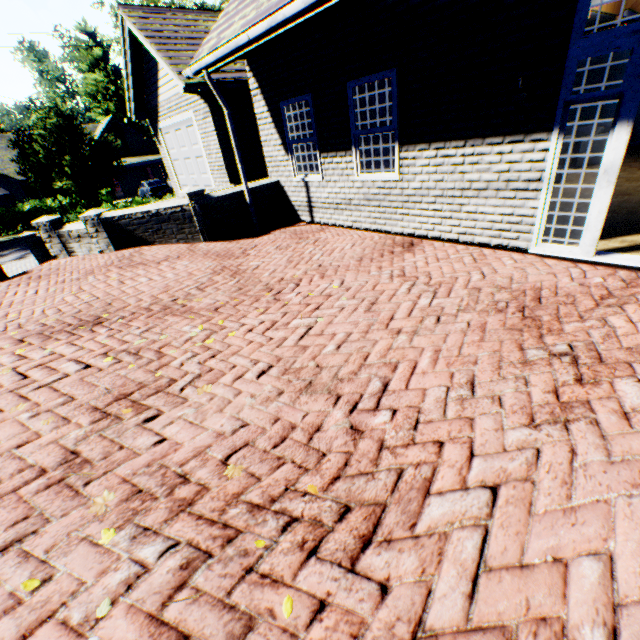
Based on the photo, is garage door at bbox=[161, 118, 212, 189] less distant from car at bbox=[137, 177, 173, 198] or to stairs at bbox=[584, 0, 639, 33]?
stairs at bbox=[584, 0, 639, 33]

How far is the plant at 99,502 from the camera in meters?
2.1 m

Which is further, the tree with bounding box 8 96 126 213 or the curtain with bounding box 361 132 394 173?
the tree with bounding box 8 96 126 213

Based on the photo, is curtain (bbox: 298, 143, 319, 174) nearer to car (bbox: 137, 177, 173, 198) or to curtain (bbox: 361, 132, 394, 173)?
curtain (bbox: 361, 132, 394, 173)

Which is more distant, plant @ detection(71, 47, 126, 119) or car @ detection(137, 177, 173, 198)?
plant @ detection(71, 47, 126, 119)

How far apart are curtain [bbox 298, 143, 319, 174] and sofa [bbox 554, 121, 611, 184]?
6.6 meters

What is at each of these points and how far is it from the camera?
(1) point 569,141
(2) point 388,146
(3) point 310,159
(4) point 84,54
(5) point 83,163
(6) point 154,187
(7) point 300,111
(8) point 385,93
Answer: (1) sofa, 6.9m
(2) curtain, 5.9m
(3) curtain, 7.4m
(4) plant, 55.2m
(5) tree, 15.9m
(6) car, 29.0m
(7) curtain, 7.1m
(8) curtain, 5.5m

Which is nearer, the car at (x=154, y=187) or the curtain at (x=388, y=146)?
the curtain at (x=388, y=146)
